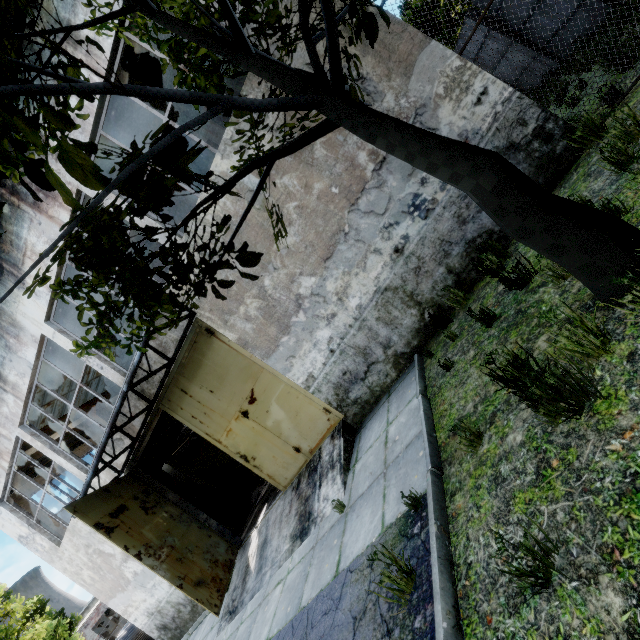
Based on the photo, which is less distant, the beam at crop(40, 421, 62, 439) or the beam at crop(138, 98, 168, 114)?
the beam at crop(138, 98, 168, 114)

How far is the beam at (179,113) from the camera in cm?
832

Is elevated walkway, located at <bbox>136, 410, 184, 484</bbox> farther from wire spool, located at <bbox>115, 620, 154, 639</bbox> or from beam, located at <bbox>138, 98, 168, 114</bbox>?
wire spool, located at <bbox>115, 620, 154, 639</bbox>

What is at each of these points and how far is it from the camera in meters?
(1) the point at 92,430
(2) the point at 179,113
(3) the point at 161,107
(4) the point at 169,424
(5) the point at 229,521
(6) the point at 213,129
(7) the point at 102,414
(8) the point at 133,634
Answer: (1) wires, 15.9 m
(2) beam, 8.5 m
(3) beam, 7.9 m
(4) elevated walkway, 10.6 m
(5) wire spool, 11.0 m
(6) column, 9.1 m
(7) column, 13.7 m
(8) wire spool, 15.1 m

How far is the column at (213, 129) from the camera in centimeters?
908cm

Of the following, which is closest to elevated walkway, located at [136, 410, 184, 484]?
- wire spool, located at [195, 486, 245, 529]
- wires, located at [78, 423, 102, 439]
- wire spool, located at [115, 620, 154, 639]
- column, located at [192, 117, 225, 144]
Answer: column, located at [192, 117, 225, 144]

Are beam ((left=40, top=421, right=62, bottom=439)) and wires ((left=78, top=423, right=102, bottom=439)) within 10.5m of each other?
yes

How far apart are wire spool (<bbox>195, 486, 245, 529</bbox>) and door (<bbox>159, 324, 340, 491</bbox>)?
4.09m
